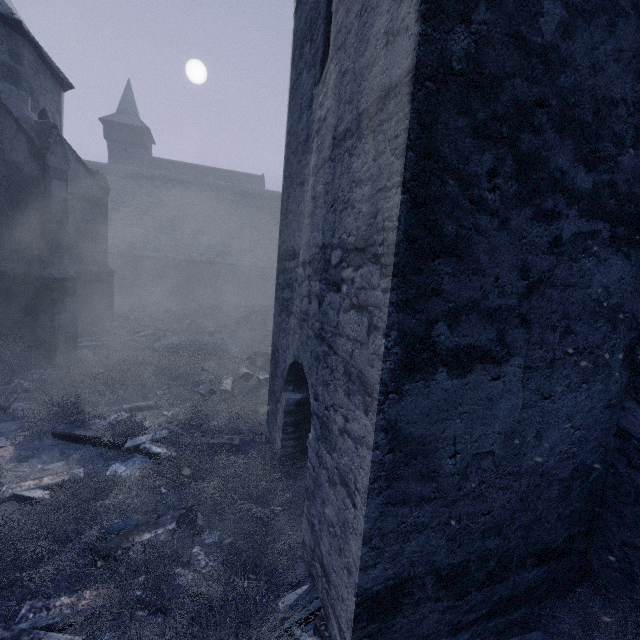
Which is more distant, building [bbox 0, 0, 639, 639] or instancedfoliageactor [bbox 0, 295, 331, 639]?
instancedfoliageactor [bbox 0, 295, 331, 639]

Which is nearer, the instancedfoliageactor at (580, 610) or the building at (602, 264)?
the building at (602, 264)

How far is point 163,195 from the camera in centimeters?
2288cm

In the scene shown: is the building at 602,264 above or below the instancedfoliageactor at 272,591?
above

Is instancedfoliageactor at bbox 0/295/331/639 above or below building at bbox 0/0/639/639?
below
